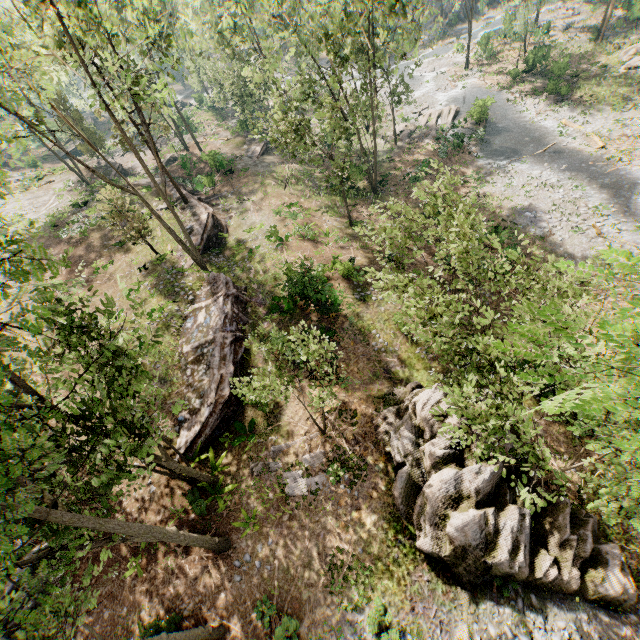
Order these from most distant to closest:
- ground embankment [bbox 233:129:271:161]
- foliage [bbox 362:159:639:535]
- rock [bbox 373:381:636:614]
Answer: ground embankment [bbox 233:129:271:161] < rock [bbox 373:381:636:614] < foliage [bbox 362:159:639:535]

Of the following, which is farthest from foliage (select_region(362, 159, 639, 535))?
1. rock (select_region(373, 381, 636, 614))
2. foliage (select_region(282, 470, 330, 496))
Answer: foliage (select_region(282, 470, 330, 496))

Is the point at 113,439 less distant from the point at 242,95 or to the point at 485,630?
the point at 485,630

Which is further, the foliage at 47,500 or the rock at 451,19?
the rock at 451,19

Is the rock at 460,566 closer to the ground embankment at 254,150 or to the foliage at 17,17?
the foliage at 17,17

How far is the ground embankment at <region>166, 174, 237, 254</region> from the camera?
26.1m

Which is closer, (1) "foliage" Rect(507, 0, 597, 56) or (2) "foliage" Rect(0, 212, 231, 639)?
(2) "foliage" Rect(0, 212, 231, 639)

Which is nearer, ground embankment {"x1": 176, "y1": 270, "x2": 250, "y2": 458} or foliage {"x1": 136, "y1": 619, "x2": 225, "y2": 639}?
foliage {"x1": 136, "y1": 619, "x2": 225, "y2": 639}
